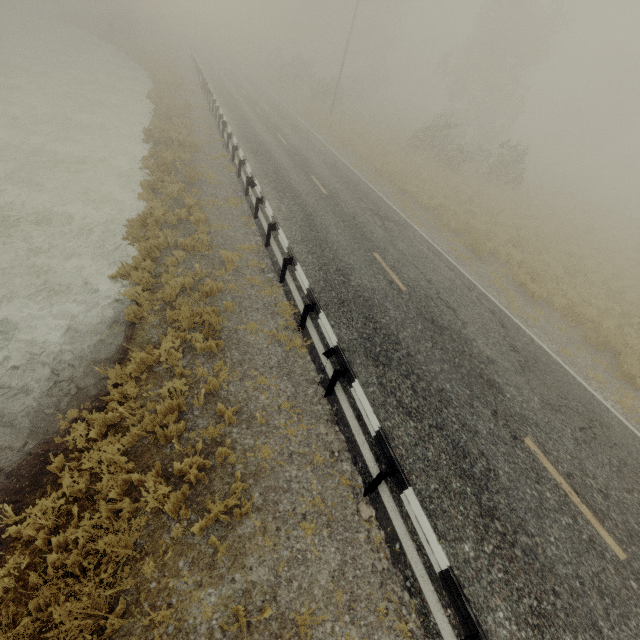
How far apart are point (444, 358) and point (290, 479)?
5.0 meters
